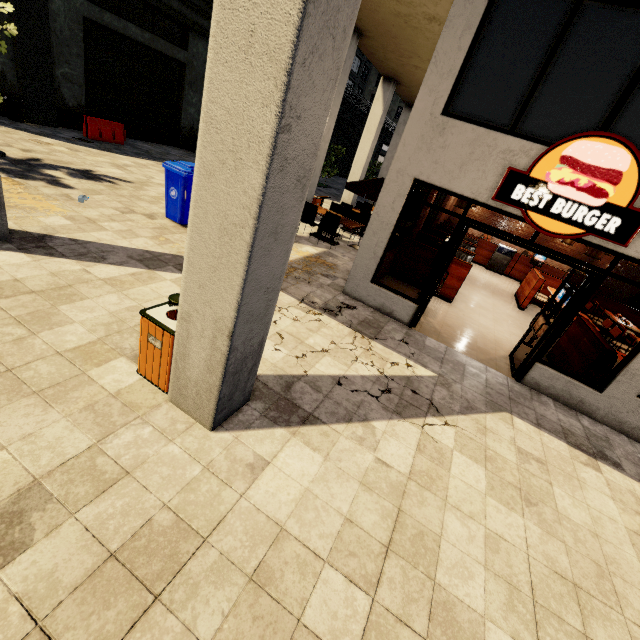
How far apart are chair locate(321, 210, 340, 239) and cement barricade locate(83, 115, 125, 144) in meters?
10.8

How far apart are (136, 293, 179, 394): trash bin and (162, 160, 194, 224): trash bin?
4.74m

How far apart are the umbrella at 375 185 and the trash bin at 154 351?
7.4 meters

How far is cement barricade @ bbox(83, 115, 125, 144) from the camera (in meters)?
12.80

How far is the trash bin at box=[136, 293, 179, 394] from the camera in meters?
3.1

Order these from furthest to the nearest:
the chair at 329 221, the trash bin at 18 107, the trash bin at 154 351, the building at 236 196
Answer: the trash bin at 18 107 → the chair at 329 221 → the trash bin at 154 351 → the building at 236 196

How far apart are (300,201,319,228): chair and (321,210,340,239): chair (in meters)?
0.31

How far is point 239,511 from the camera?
2.6 meters
